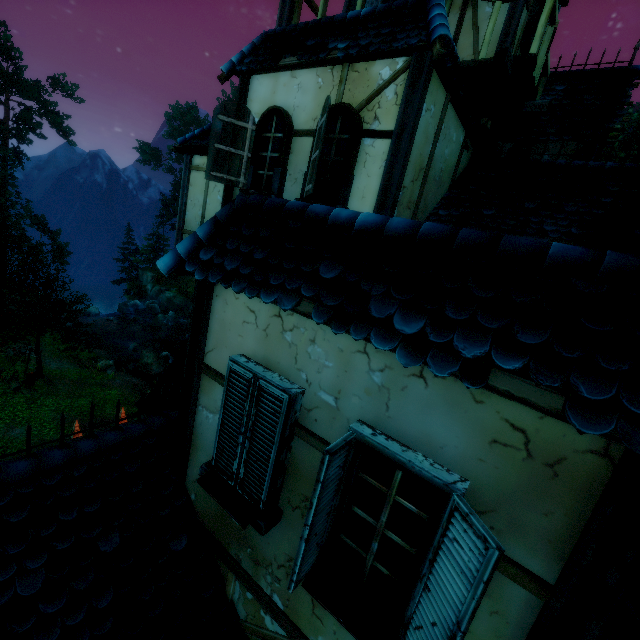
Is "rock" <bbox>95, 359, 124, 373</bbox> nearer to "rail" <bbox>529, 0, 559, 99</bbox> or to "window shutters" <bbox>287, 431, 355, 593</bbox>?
"rail" <bbox>529, 0, 559, 99</bbox>

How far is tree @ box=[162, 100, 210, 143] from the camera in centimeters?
4709cm

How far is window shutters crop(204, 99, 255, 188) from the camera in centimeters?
563cm

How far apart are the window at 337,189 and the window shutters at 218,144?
1.3 meters

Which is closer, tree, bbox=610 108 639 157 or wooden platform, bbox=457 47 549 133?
wooden platform, bbox=457 47 549 133

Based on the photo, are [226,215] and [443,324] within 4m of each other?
yes

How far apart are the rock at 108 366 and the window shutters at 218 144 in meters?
21.4 m

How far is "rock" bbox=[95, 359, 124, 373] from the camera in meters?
22.2
